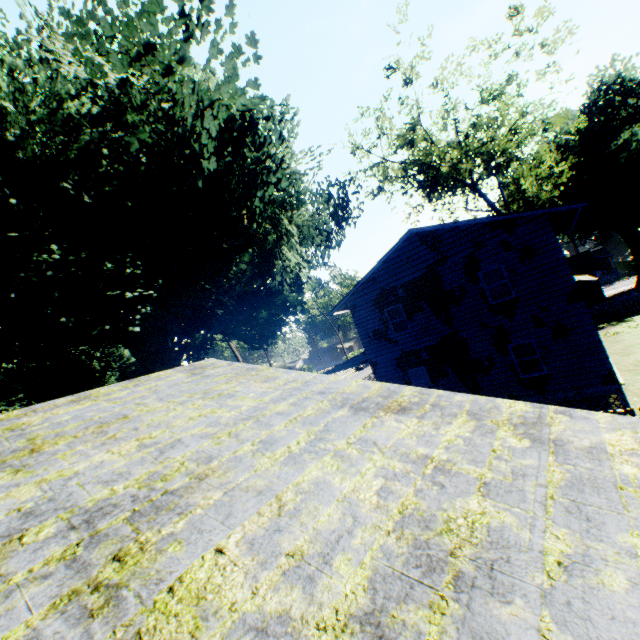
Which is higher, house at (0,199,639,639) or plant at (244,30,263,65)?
plant at (244,30,263,65)

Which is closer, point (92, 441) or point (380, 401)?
point (92, 441)

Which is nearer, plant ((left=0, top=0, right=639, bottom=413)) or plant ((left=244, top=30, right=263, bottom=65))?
plant ((left=0, top=0, right=639, bottom=413))

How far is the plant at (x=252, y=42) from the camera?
11.9m

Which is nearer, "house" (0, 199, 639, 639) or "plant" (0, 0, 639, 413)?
"house" (0, 199, 639, 639)

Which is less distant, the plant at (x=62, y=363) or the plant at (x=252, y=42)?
the plant at (x=62, y=363)

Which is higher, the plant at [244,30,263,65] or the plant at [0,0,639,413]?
the plant at [244,30,263,65]
